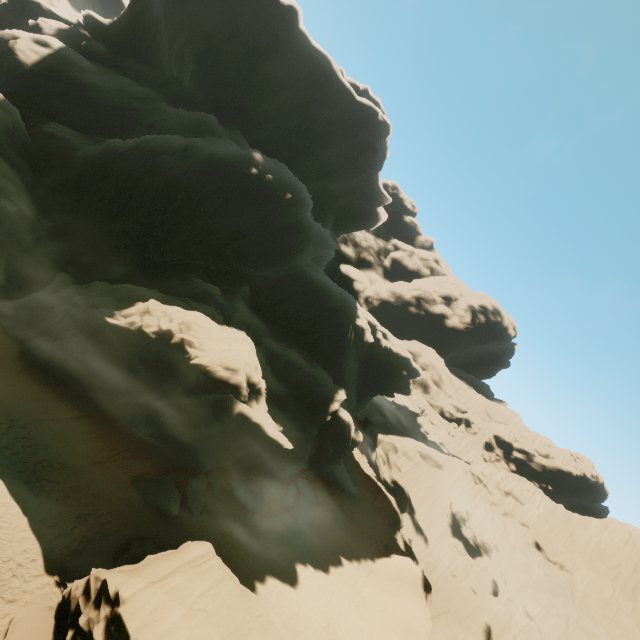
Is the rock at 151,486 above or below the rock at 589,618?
below

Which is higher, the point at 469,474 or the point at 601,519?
the point at 601,519

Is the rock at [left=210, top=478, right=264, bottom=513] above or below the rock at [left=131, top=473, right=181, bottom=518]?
above

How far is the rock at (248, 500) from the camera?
26.77m

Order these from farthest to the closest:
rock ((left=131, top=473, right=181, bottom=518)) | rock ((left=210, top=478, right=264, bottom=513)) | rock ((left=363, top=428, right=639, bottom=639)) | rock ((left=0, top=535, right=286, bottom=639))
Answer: rock ((left=363, top=428, right=639, bottom=639)), rock ((left=210, top=478, right=264, bottom=513)), rock ((left=131, top=473, right=181, bottom=518)), rock ((left=0, top=535, right=286, bottom=639))

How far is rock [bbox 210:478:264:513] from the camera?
26.8m
